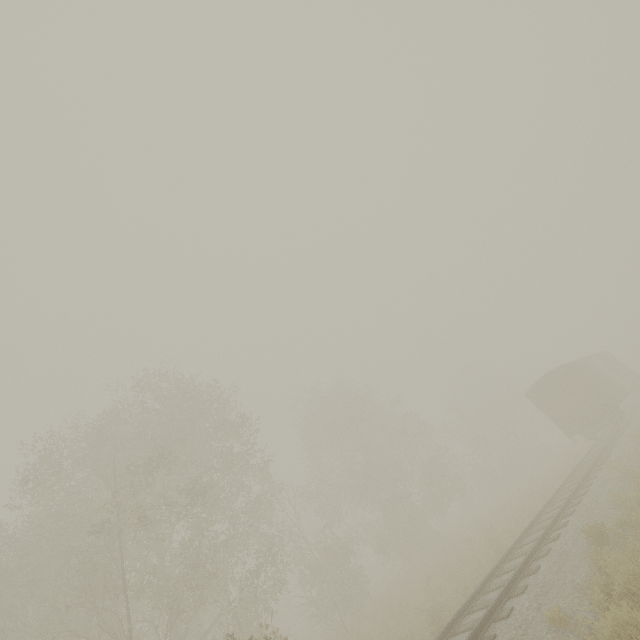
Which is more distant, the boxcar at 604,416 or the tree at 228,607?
the boxcar at 604,416

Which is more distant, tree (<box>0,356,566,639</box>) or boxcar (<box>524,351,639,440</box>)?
boxcar (<box>524,351,639,440</box>)

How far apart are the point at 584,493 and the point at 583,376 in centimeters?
1259cm
